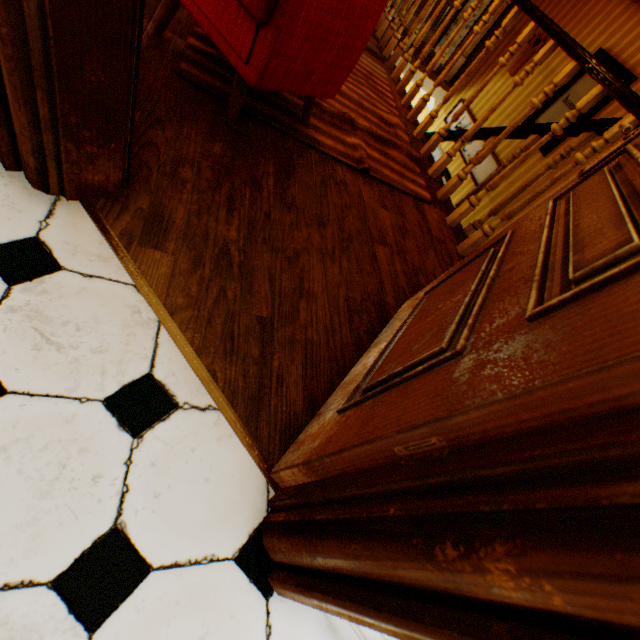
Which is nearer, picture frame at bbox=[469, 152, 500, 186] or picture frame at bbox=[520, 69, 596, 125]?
picture frame at bbox=[520, 69, 596, 125]

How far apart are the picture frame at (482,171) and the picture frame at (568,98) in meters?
0.4

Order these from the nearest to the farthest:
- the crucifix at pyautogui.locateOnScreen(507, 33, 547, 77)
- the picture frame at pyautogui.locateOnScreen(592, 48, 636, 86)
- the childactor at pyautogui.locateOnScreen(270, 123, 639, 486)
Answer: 1. the childactor at pyautogui.locateOnScreen(270, 123, 639, 486)
2. the picture frame at pyautogui.locateOnScreen(592, 48, 636, 86)
3. the crucifix at pyautogui.locateOnScreen(507, 33, 547, 77)

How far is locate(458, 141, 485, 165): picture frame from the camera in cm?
514

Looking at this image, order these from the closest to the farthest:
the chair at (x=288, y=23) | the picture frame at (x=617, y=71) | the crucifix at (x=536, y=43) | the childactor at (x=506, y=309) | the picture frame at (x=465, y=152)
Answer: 1. the childactor at (x=506, y=309)
2. the chair at (x=288, y=23)
3. the picture frame at (x=617, y=71)
4. the crucifix at (x=536, y=43)
5. the picture frame at (x=465, y=152)

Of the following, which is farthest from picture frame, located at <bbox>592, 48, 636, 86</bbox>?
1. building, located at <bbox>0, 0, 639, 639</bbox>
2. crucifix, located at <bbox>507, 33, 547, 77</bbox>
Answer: crucifix, located at <bbox>507, 33, 547, 77</bbox>

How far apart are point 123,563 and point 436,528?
0.8m

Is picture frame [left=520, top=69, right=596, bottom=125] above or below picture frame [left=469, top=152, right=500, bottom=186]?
above
